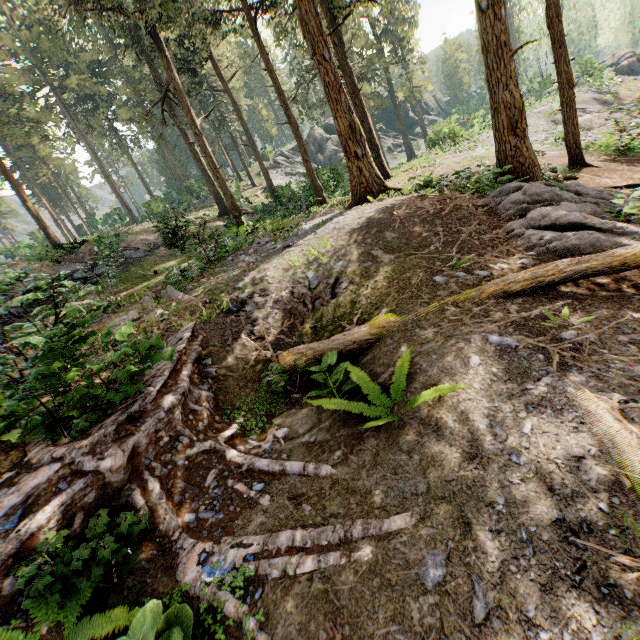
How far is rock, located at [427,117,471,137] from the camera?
27.7m

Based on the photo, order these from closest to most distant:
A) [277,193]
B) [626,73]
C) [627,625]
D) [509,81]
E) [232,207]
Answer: [627,625] < [509,81] < [232,207] < [277,193] < [626,73]

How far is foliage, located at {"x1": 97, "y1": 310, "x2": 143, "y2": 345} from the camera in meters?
4.0 m

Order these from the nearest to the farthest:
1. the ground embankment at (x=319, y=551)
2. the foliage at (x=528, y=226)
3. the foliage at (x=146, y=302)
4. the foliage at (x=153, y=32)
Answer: the ground embankment at (x=319, y=551)
the foliage at (x=528, y=226)
the foliage at (x=146, y=302)
the foliage at (x=153, y=32)

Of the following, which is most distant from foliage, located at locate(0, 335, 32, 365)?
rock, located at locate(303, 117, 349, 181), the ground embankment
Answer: rock, located at locate(303, 117, 349, 181)

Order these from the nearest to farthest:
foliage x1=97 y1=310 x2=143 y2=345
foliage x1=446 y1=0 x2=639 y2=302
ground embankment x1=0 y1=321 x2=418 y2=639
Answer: ground embankment x1=0 y1=321 x2=418 y2=639 < foliage x1=97 y1=310 x2=143 y2=345 < foliage x1=446 y1=0 x2=639 y2=302

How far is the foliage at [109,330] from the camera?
4.0 meters
